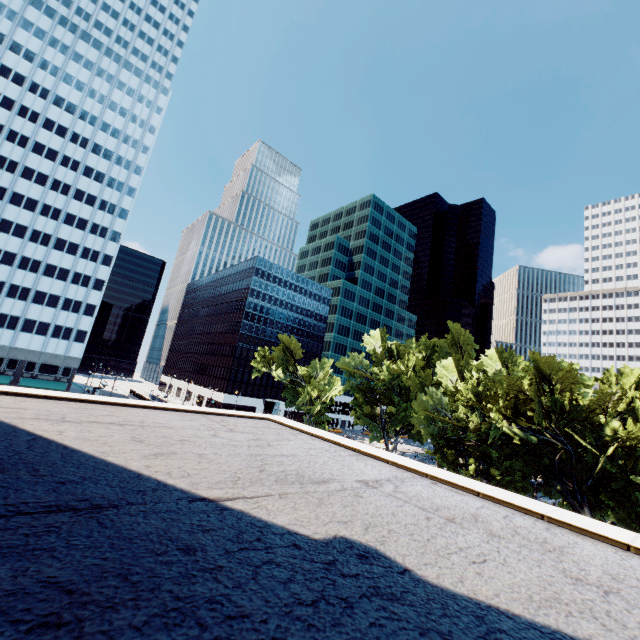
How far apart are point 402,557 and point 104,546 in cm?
282

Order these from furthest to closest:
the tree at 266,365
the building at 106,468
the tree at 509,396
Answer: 1. the tree at 266,365
2. the tree at 509,396
3. the building at 106,468

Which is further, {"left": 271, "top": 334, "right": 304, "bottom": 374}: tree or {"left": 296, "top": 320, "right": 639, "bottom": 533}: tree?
{"left": 271, "top": 334, "right": 304, "bottom": 374}: tree

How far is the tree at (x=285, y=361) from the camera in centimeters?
5791cm

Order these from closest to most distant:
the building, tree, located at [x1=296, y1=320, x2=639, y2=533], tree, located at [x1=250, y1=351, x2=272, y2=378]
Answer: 1. the building
2. tree, located at [x1=296, y1=320, x2=639, y2=533]
3. tree, located at [x1=250, y1=351, x2=272, y2=378]

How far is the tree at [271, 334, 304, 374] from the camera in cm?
5791

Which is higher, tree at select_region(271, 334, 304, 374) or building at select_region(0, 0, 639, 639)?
tree at select_region(271, 334, 304, 374)
